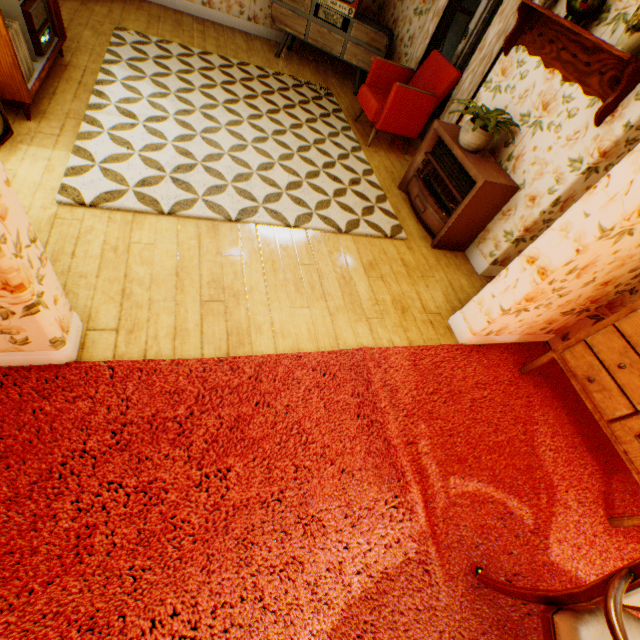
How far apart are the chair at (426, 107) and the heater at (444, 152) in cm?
87

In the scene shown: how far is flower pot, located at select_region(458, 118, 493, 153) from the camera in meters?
3.3

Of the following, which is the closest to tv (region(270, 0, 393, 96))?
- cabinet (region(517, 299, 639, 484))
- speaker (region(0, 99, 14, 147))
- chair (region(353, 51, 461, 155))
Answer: chair (region(353, 51, 461, 155))

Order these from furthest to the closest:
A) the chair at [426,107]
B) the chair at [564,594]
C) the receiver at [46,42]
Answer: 1. the chair at [426,107]
2. the receiver at [46,42]
3. the chair at [564,594]

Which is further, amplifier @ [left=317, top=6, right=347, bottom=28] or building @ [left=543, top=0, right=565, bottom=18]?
amplifier @ [left=317, top=6, right=347, bottom=28]

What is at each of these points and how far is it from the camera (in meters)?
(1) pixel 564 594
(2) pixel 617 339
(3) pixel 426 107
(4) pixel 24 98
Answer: (1) chair, 1.38
(2) cabinet, 2.27
(3) chair, 4.49
(4) cabinet, 2.77

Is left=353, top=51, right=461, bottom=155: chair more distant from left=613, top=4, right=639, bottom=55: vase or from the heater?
left=613, top=4, right=639, bottom=55: vase

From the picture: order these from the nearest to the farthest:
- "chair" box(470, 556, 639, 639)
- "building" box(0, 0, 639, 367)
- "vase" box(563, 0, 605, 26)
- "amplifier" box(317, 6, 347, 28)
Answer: "chair" box(470, 556, 639, 639) < "building" box(0, 0, 639, 367) < "vase" box(563, 0, 605, 26) < "amplifier" box(317, 6, 347, 28)
